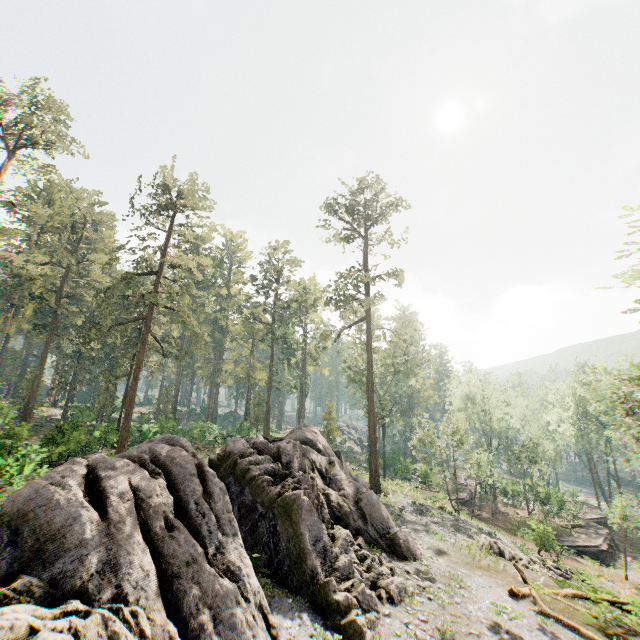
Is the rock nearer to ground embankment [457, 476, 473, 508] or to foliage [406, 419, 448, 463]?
foliage [406, 419, 448, 463]

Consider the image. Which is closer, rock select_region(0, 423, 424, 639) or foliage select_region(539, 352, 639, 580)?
rock select_region(0, 423, 424, 639)

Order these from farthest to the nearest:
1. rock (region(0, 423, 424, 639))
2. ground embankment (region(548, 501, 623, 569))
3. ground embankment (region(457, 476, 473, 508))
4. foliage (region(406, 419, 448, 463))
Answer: ground embankment (region(457, 476, 473, 508)), foliage (region(406, 419, 448, 463)), ground embankment (region(548, 501, 623, 569)), rock (region(0, 423, 424, 639))

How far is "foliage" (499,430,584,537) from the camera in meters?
36.6 m

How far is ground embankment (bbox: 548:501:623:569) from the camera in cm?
3133

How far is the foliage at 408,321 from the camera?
34.44m

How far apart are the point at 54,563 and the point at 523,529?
43.4m
